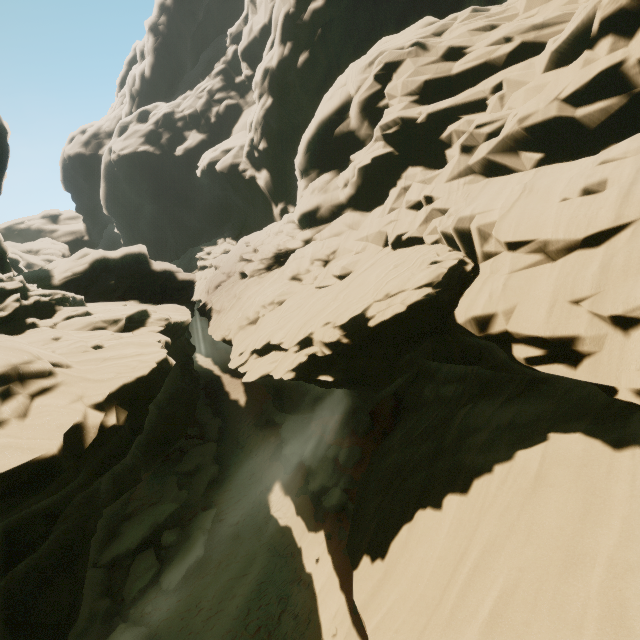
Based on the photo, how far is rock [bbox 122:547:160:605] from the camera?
15.9m

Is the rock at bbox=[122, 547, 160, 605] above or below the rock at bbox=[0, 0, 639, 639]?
below

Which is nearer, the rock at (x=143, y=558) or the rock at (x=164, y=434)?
the rock at (x=164, y=434)

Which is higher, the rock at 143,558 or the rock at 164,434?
the rock at 164,434

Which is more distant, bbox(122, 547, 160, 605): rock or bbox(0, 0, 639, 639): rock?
bbox(122, 547, 160, 605): rock

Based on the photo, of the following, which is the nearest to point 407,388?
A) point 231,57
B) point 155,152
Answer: point 155,152
